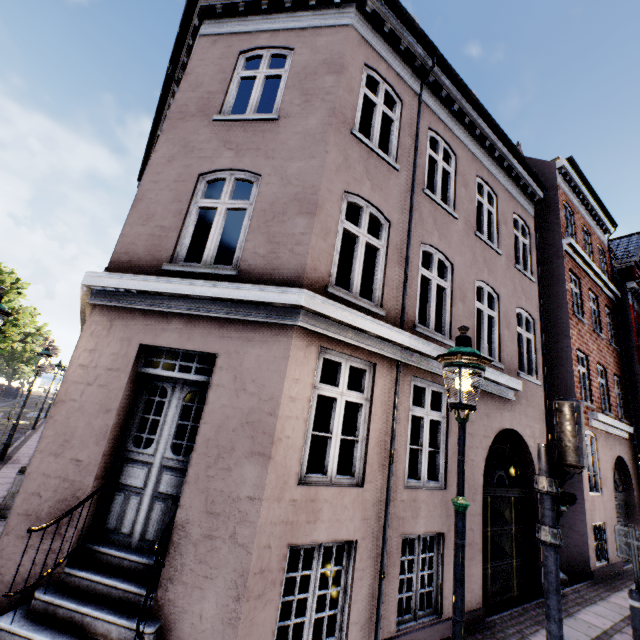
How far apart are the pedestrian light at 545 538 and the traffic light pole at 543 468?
0.1m

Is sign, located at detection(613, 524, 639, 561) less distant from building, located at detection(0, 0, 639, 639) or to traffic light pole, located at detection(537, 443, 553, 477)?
building, located at detection(0, 0, 639, 639)

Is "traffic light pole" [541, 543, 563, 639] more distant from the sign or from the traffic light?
the sign

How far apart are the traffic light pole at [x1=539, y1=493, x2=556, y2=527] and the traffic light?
0.0m

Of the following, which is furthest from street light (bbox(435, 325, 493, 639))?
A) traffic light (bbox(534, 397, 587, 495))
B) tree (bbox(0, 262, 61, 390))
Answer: tree (bbox(0, 262, 61, 390))

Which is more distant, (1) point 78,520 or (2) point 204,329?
(2) point 204,329

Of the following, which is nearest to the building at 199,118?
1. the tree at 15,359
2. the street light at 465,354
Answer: the street light at 465,354

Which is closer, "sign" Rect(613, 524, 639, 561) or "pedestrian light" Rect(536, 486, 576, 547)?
"pedestrian light" Rect(536, 486, 576, 547)
